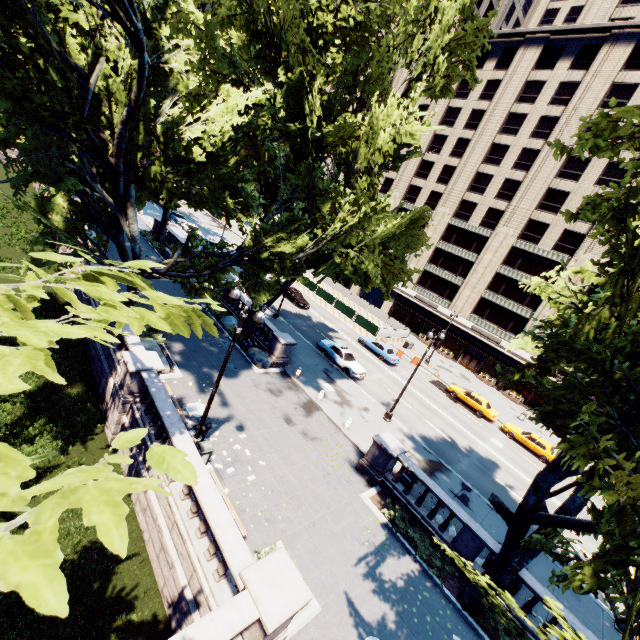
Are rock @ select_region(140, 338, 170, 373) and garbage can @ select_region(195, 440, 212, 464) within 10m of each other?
yes

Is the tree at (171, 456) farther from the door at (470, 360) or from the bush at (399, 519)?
the door at (470, 360)

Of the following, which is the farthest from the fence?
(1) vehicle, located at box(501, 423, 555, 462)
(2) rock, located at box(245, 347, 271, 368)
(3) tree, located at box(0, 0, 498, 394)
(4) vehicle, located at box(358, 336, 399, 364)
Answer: (2) rock, located at box(245, 347, 271, 368)

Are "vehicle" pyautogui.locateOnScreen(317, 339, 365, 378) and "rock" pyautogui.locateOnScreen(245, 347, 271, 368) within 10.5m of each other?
yes

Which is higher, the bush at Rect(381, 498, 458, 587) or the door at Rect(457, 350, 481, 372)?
the door at Rect(457, 350, 481, 372)

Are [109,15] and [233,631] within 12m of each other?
no

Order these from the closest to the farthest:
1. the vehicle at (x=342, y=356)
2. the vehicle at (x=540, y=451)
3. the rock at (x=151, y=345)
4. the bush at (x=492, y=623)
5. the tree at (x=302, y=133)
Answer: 1. the tree at (x=302, y=133)
2. the bush at (x=492, y=623)
3. the rock at (x=151, y=345)
4. the vehicle at (x=342, y=356)
5. the vehicle at (x=540, y=451)

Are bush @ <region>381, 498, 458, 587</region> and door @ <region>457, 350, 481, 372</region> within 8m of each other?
no
